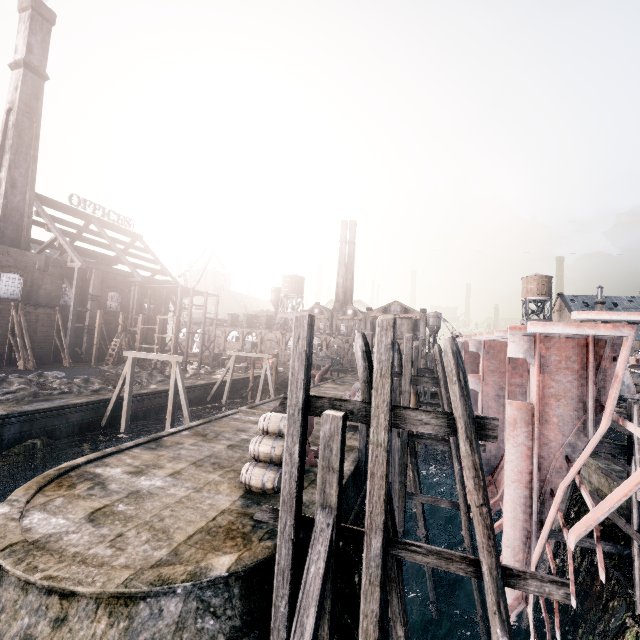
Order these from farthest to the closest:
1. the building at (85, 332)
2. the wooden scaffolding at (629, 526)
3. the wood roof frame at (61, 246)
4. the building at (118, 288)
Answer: the building at (118, 288)
the building at (85, 332)
the wood roof frame at (61, 246)
the wooden scaffolding at (629, 526)

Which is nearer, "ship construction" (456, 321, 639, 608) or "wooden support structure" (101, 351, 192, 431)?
"ship construction" (456, 321, 639, 608)

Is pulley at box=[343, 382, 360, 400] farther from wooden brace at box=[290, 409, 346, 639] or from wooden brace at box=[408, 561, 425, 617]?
wooden brace at box=[290, 409, 346, 639]

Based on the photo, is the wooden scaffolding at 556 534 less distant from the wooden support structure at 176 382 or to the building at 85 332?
the wooden support structure at 176 382

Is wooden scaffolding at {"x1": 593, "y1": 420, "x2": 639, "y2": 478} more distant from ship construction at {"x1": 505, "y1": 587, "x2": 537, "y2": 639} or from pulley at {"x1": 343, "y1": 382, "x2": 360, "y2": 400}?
pulley at {"x1": 343, "y1": 382, "x2": 360, "y2": 400}

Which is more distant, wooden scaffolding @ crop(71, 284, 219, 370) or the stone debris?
wooden scaffolding @ crop(71, 284, 219, 370)

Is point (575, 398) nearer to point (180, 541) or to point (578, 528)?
point (578, 528)

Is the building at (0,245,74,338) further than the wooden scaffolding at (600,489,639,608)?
Yes
